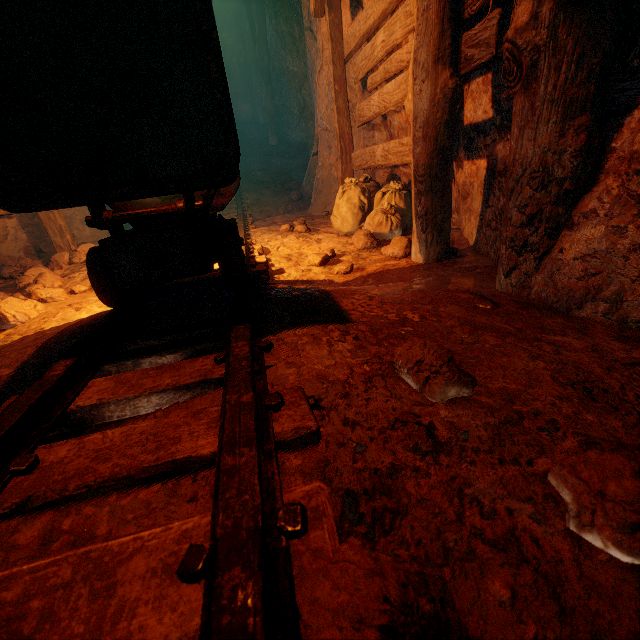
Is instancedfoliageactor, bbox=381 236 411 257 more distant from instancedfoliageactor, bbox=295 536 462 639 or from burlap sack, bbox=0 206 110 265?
instancedfoliageactor, bbox=295 536 462 639

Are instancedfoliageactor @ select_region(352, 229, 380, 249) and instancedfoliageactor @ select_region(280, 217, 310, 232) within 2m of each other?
yes

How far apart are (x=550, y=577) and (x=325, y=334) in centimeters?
102cm

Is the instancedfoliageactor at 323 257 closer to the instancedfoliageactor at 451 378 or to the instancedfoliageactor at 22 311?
the instancedfoliageactor at 451 378

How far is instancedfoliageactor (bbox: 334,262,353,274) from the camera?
2.90m

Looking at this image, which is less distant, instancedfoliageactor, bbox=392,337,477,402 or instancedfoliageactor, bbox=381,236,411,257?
instancedfoliageactor, bbox=392,337,477,402

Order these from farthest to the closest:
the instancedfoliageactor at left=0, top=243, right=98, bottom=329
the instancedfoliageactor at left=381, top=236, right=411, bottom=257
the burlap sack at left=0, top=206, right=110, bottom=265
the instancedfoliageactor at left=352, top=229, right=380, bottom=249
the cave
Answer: the cave
the burlap sack at left=0, top=206, right=110, bottom=265
the instancedfoliageactor at left=352, top=229, right=380, bottom=249
the instancedfoliageactor at left=381, top=236, right=411, bottom=257
the instancedfoliageactor at left=0, top=243, right=98, bottom=329

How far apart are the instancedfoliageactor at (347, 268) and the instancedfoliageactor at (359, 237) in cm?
81
